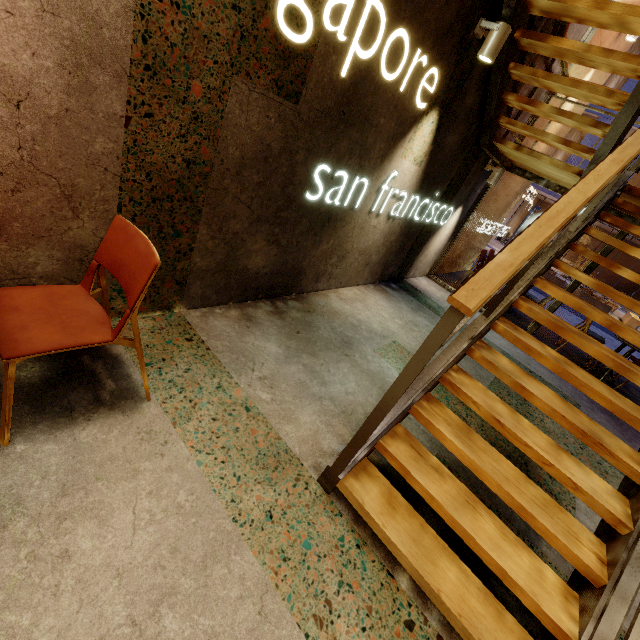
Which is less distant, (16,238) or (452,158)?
(16,238)

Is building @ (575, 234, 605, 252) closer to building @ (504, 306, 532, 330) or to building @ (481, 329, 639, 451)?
building @ (504, 306, 532, 330)

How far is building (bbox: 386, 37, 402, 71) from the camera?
2.30m

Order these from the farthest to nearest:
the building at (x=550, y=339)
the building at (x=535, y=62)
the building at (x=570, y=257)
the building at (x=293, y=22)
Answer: the building at (x=570, y=257), the building at (x=550, y=339), the building at (x=535, y=62), the building at (x=293, y=22)

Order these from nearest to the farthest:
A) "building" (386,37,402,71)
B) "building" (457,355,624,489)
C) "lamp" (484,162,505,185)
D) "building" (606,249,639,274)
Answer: "building" (386,37,402,71) < "building" (457,355,624,489) < "lamp" (484,162,505,185) < "building" (606,249,639,274)

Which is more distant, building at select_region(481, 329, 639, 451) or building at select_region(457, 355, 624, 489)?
building at select_region(481, 329, 639, 451)

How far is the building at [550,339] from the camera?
5.93m
